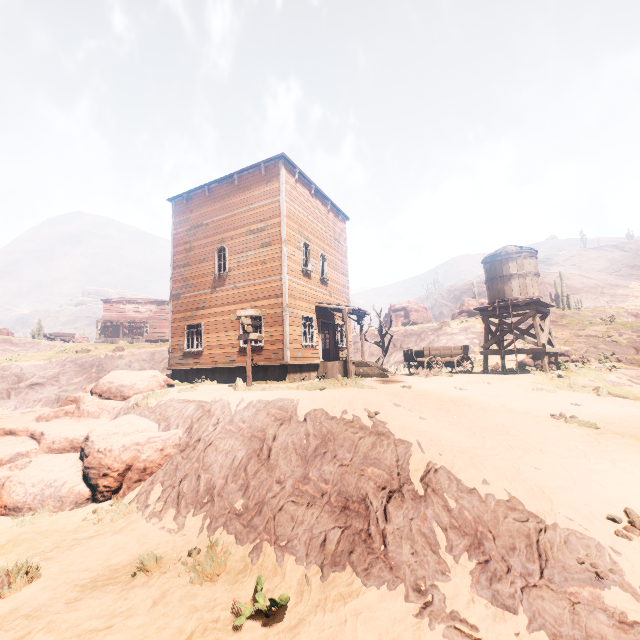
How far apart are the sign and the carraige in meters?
8.2 m

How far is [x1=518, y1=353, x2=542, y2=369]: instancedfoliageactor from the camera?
18.80m

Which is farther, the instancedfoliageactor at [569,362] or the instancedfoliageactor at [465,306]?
the instancedfoliageactor at [465,306]

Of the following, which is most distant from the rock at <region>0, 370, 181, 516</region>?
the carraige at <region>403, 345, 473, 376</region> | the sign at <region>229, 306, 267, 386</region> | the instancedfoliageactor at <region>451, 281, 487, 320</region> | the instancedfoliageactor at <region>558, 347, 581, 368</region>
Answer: the instancedfoliageactor at <region>451, 281, 487, 320</region>

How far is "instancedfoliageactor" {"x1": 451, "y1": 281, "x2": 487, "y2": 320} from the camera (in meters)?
37.78

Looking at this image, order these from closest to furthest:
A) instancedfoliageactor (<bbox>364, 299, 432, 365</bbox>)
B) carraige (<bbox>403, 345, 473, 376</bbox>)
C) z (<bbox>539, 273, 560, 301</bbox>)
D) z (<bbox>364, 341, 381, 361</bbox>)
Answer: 1. carraige (<bbox>403, 345, 473, 376</bbox>)
2. instancedfoliageactor (<bbox>364, 299, 432, 365</bbox>)
3. z (<bbox>364, 341, 381, 361</bbox>)
4. z (<bbox>539, 273, 560, 301</bbox>)

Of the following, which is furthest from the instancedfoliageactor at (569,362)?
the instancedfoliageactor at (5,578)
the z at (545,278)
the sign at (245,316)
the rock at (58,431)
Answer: the z at (545,278)

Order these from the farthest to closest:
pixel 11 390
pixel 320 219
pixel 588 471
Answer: pixel 11 390 < pixel 320 219 < pixel 588 471
